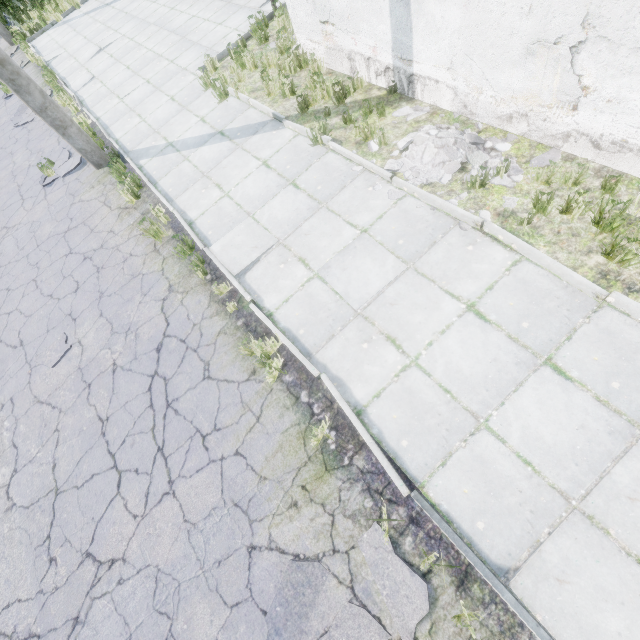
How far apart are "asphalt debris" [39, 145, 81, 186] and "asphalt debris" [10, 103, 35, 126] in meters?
3.3

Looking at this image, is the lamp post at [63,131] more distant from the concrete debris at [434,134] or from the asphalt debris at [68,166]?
the concrete debris at [434,134]

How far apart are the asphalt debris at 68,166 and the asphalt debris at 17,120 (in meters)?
3.29

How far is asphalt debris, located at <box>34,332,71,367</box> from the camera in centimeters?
580cm

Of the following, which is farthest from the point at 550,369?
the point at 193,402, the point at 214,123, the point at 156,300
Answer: the point at 214,123

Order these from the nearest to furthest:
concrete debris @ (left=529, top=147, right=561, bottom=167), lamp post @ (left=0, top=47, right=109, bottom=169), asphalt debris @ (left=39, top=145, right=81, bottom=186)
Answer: concrete debris @ (left=529, top=147, right=561, bottom=167) < lamp post @ (left=0, top=47, right=109, bottom=169) < asphalt debris @ (left=39, top=145, right=81, bottom=186)

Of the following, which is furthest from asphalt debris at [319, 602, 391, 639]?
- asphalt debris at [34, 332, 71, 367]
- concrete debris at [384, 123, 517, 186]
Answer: asphalt debris at [34, 332, 71, 367]

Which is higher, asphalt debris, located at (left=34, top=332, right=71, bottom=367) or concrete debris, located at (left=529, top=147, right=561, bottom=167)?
asphalt debris, located at (left=34, top=332, right=71, bottom=367)
